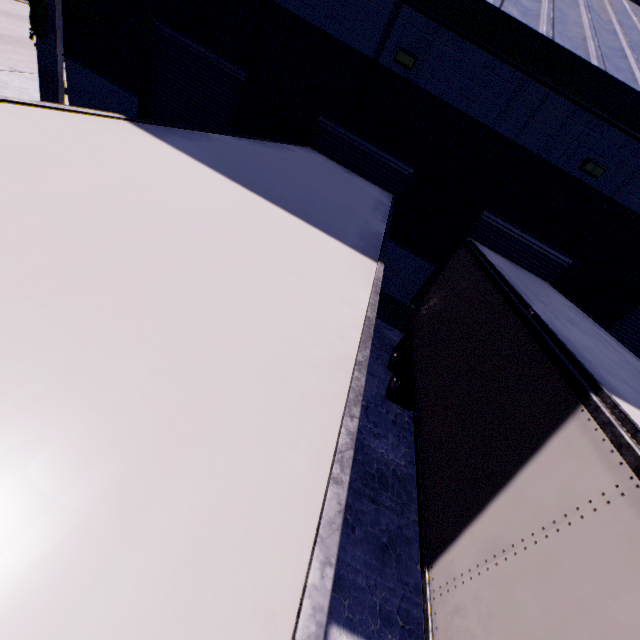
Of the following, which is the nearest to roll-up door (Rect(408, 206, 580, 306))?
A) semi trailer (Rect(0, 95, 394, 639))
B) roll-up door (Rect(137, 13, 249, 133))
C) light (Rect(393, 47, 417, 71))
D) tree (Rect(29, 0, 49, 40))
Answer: semi trailer (Rect(0, 95, 394, 639))

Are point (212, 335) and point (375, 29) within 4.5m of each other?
no

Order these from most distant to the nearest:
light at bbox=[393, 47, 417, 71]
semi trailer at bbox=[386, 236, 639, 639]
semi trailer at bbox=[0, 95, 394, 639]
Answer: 1. light at bbox=[393, 47, 417, 71]
2. semi trailer at bbox=[386, 236, 639, 639]
3. semi trailer at bbox=[0, 95, 394, 639]

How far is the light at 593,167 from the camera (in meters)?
7.30

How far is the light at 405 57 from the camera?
7.19m

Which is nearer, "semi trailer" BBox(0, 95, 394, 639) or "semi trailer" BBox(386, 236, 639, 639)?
"semi trailer" BBox(0, 95, 394, 639)

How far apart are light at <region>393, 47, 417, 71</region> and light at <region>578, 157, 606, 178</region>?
4.5 meters

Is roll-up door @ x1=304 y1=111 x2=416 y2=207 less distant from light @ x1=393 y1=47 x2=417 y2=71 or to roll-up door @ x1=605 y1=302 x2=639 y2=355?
light @ x1=393 y1=47 x2=417 y2=71
